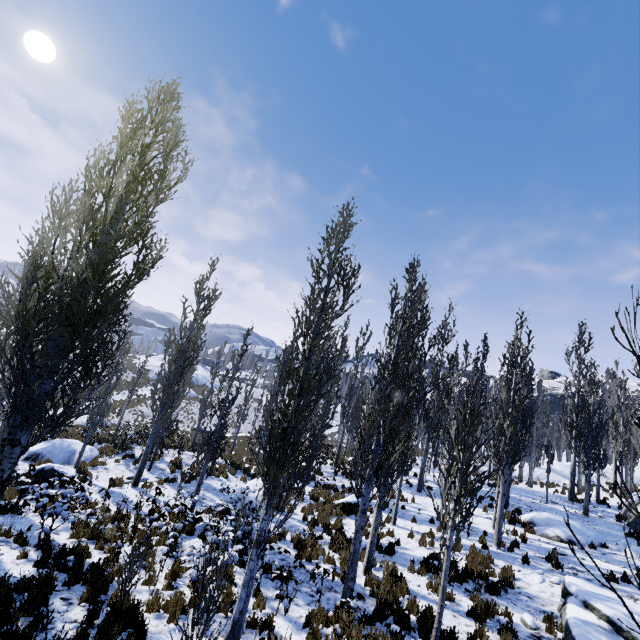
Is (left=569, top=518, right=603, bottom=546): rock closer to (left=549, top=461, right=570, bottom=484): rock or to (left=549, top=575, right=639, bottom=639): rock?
(left=549, top=575, right=639, bottom=639): rock

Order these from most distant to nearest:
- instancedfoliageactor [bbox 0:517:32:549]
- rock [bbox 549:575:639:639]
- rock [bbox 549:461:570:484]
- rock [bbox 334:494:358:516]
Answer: rock [bbox 549:461:570:484] < rock [bbox 334:494:358:516] < instancedfoliageactor [bbox 0:517:32:549] < rock [bbox 549:575:639:639]

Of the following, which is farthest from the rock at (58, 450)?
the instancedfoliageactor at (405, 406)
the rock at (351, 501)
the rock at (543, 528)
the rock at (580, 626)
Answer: the rock at (543, 528)

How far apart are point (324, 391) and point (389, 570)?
7.9m

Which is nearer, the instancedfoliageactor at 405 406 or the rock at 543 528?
the instancedfoliageactor at 405 406

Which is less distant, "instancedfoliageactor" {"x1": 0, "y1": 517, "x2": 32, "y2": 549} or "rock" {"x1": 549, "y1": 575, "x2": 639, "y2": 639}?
"rock" {"x1": 549, "y1": 575, "x2": 639, "y2": 639}

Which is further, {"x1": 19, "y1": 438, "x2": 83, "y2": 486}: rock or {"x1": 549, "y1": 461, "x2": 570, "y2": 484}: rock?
{"x1": 549, "y1": 461, "x2": 570, "y2": 484}: rock

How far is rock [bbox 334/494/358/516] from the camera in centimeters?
1530cm
